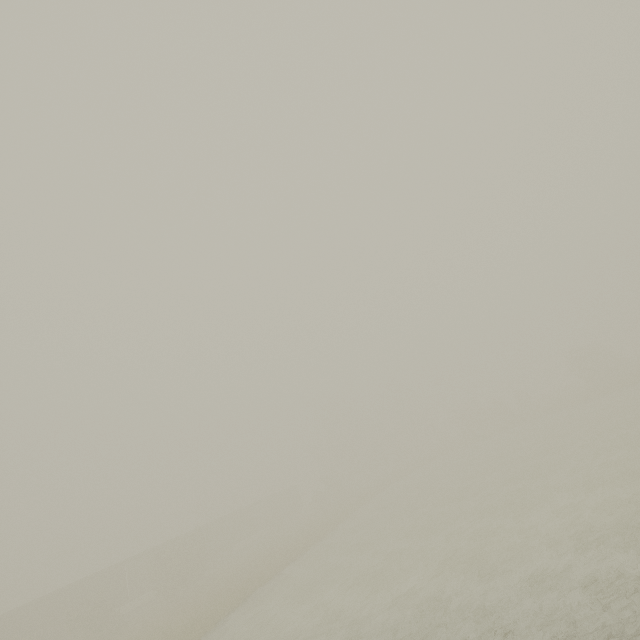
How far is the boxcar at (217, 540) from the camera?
41.8 meters

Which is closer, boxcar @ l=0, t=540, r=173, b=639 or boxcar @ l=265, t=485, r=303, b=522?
boxcar @ l=0, t=540, r=173, b=639

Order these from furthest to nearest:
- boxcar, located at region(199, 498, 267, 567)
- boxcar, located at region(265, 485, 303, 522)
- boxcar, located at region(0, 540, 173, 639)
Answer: boxcar, located at region(265, 485, 303, 522)
boxcar, located at region(199, 498, 267, 567)
boxcar, located at region(0, 540, 173, 639)

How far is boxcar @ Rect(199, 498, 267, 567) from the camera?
41.78m

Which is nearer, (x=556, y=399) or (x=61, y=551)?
(x=556, y=399)
